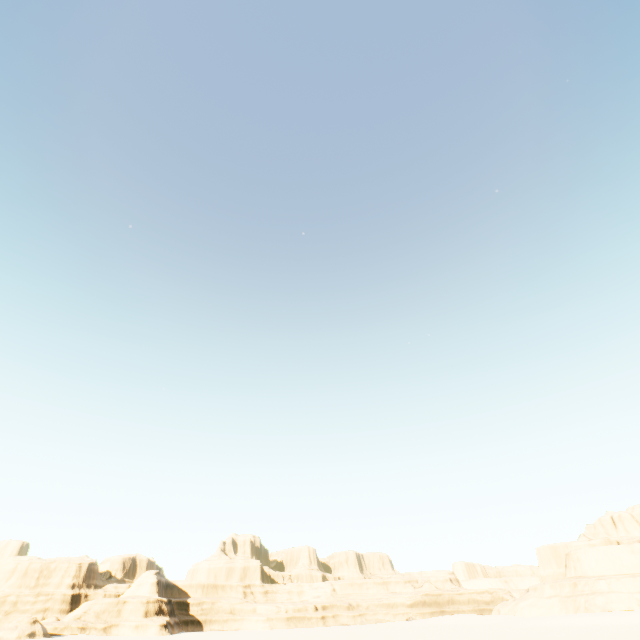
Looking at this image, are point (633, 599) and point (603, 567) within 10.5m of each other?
yes
